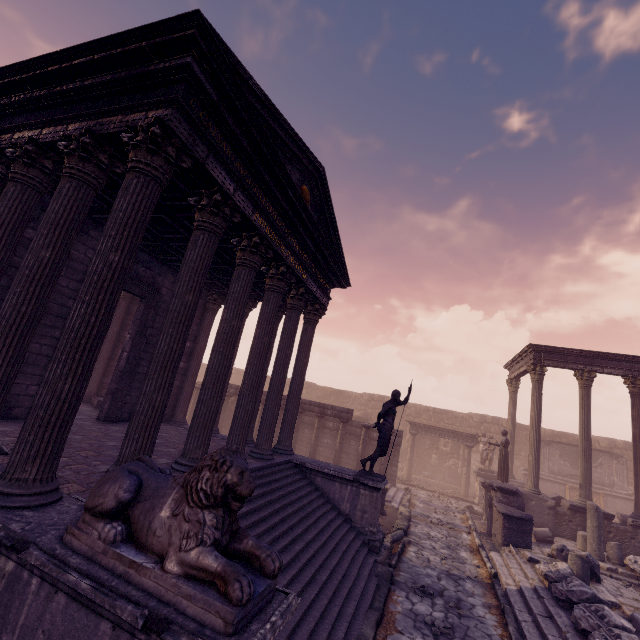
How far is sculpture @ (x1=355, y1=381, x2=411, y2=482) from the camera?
8.8 meters

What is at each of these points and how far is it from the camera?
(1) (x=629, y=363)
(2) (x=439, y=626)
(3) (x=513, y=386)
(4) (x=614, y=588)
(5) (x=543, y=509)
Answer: (1) entablature, 13.86m
(2) stone, 5.82m
(3) column, 19.19m
(4) building debris, 8.23m
(5) relief sculpture, 12.95m

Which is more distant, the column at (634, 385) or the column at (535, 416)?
the column at (535, 416)

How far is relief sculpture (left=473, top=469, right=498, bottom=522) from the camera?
14.0 meters

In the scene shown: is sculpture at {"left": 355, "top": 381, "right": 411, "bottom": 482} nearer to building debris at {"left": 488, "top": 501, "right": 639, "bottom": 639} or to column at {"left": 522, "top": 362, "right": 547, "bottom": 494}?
building debris at {"left": 488, "top": 501, "right": 639, "bottom": 639}

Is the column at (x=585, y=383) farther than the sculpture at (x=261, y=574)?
Yes

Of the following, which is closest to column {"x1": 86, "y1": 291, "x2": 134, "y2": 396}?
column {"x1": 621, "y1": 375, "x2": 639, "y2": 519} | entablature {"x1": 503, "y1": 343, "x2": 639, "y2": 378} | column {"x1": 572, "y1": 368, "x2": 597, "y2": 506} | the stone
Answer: the stone

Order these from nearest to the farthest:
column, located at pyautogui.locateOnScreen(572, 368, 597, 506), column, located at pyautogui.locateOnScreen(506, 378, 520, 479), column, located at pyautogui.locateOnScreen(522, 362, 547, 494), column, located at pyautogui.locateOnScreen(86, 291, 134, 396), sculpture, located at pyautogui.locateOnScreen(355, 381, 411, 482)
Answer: sculpture, located at pyautogui.locateOnScreen(355, 381, 411, 482) < column, located at pyautogui.locateOnScreen(86, 291, 134, 396) < column, located at pyautogui.locateOnScreen(572, 368, 597, 506) < column, located at pyautogui.locateOnScreen(522, 362, 547, 494) < column, located at pyautogui.locateOnScreen(506, 378, 520, 479)
